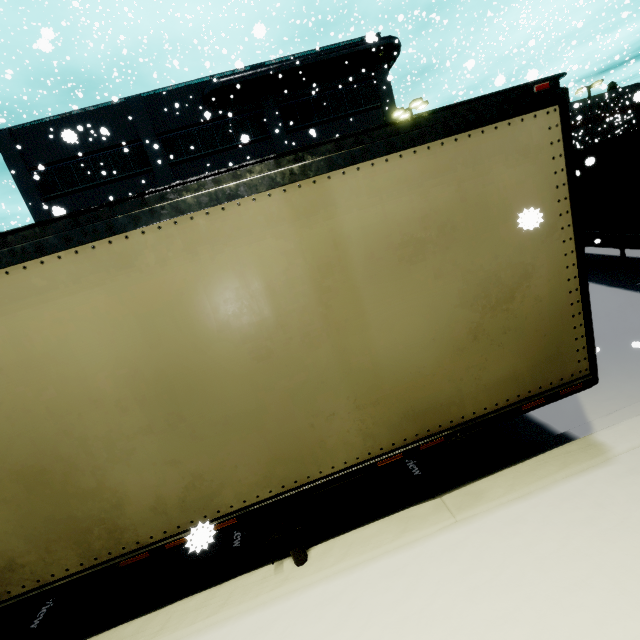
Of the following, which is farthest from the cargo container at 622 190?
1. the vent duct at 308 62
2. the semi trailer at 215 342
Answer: the vent duct at 308 62

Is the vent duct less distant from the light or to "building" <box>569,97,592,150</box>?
"building" <box>569,97,592,150</box>

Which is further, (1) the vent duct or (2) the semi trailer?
(1) the vent duct

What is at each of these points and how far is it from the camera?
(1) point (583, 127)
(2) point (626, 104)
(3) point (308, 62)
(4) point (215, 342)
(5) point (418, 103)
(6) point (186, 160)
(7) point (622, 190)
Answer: (1) building, 44.9m
(2) building, 45.3m
(3) vent duct, 19.9m
(4) semi trailer, 2.6m
(5) light, 21.0m
(6) building, 21.1m
(7) cargo container, 7.5m

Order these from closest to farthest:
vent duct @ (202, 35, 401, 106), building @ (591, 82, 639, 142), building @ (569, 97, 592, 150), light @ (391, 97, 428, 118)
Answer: vent duct @ (202, 35, 401, 106) < light @ (391, 97, 428, 118) < building @ (569, 97, 592, 150) < building @ (591, 82, 639, 142)

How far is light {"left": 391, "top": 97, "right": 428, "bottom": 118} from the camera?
20.7m

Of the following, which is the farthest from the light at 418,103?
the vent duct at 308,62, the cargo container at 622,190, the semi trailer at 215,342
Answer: the cargo container at 622,190

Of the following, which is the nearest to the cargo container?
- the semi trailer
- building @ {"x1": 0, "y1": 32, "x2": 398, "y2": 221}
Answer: the semi trailer
